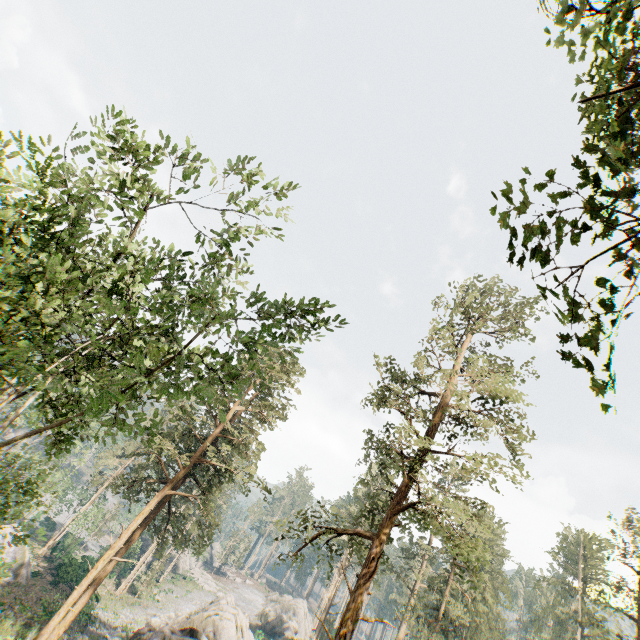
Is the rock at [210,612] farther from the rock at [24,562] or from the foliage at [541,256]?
the rock at [24,562]

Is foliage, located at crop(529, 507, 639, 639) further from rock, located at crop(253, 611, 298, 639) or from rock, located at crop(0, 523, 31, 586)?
rock, located at crop(253, 611, 298, 639)

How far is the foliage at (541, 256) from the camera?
4.4m

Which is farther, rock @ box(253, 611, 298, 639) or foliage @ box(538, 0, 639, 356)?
rock @ box(253, 611, 298, 639)

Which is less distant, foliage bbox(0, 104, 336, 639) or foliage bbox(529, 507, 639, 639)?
foliage bbox(0, 104, 336, 639)

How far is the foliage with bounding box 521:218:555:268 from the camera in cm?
445

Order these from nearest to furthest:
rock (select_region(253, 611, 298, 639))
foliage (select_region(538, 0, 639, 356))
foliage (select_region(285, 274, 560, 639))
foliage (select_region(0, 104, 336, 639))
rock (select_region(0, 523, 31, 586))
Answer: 1. foliage (select_region(538, 0, 639, 356))
2. foliage (select_region(0, 104, 336, 639))
3. foliage (select_region(285, 274, 560, 639))
4. rock (select_region(0, 523, 31, 586))
5. rock (select_region(253, 611, 298, 639))

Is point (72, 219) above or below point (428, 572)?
below
